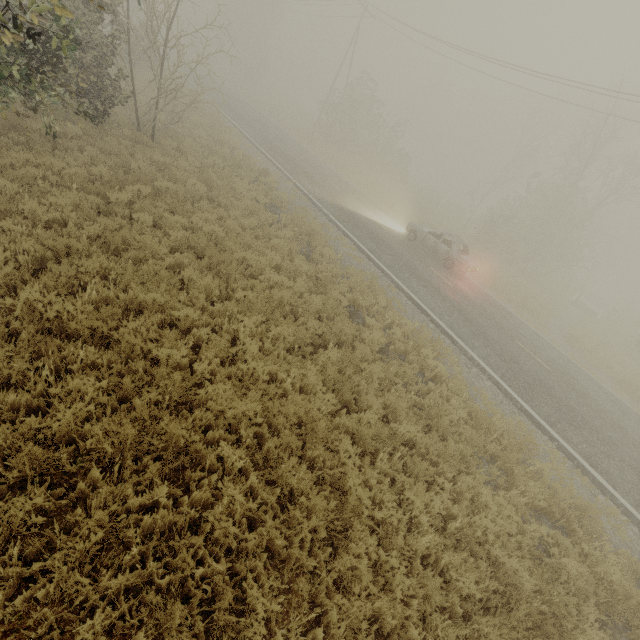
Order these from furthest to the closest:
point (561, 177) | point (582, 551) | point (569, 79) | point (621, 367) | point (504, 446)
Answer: point (561, 177) < point (569, 79) < point (621, 367) < point (504, 446) < point (582, 551)

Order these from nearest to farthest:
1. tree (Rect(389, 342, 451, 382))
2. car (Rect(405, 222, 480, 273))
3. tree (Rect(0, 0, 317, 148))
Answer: tree (Rect(0, 0, 317, 148))
tree (Rect(389, 342, 451, 382))
car (Rect(405, 222, 480, 273))

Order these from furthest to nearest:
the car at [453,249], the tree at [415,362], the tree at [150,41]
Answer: the car at [453,249] → the tree at [415,362] → the tree at [150,41]

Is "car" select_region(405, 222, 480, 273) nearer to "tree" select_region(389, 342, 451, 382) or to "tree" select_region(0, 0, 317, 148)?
"tree" select_region(389, 342, 451, 382)

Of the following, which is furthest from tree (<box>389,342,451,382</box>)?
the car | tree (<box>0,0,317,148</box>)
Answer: tree (<box>0,0,317,148</box>)

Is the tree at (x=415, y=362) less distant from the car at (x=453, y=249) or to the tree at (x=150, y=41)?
the car at (x=453, y=249)

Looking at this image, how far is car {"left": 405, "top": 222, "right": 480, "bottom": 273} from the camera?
16.0 meters
